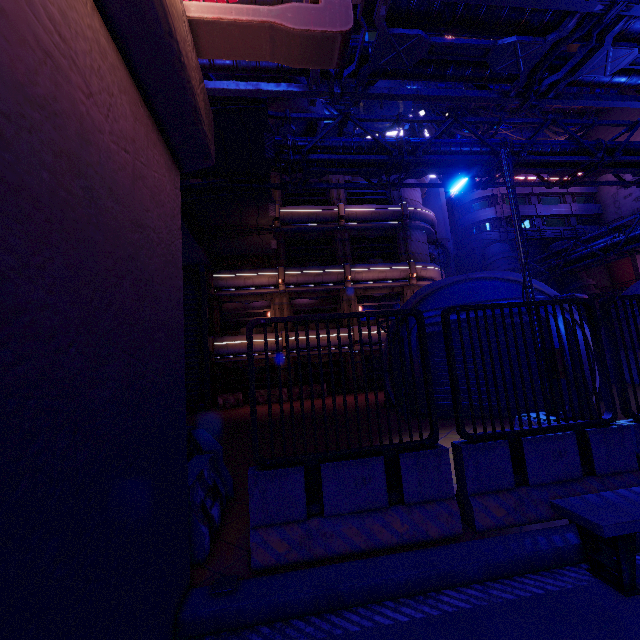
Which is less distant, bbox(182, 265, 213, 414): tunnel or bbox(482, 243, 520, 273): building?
bbox(182, 265, 213, 414): tunnel

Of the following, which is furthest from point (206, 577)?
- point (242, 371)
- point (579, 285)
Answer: point (579, 285)

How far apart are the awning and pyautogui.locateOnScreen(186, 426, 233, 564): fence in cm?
1177

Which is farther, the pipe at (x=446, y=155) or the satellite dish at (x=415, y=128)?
the satellite dish at (x=415, y=128)

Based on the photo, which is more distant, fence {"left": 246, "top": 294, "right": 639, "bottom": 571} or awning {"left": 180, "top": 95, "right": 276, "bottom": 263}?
awning {"left": 180, "top": 95, "right": 276, "bottom": 263}

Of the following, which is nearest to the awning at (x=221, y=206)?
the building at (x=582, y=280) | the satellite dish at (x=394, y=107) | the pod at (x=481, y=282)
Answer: the pod at (x=481, y=282)

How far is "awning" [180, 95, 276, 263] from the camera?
10.1 meters

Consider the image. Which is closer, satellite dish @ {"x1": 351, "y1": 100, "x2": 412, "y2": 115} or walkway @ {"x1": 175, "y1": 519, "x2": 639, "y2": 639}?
walkway @ {"x1": 175, "y1": 519, "x2": 639, "y2": 639}
